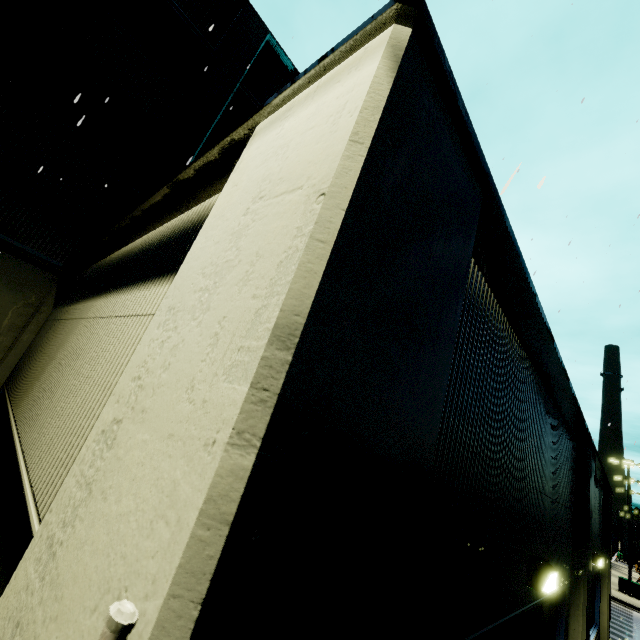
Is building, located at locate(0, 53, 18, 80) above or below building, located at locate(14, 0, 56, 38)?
below

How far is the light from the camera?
3.30m

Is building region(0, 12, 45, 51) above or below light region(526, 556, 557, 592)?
above

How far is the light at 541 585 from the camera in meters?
3.3

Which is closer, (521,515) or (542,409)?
(521,515)

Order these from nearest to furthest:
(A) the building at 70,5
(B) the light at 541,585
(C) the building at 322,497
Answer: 1. (C) the building at 322,497
2. (B) the light at 541,585
3. (A) the building at 70,5

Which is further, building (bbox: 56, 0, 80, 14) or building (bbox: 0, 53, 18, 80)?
building (bbox: 56, 0, 80, 14)

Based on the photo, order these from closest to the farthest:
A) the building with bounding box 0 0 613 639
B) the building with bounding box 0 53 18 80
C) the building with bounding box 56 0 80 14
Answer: the building with bounding box 0 0 613 639 < the building with bounding box 0 53 18 80 < the building with bounding box 56 0 80 14
